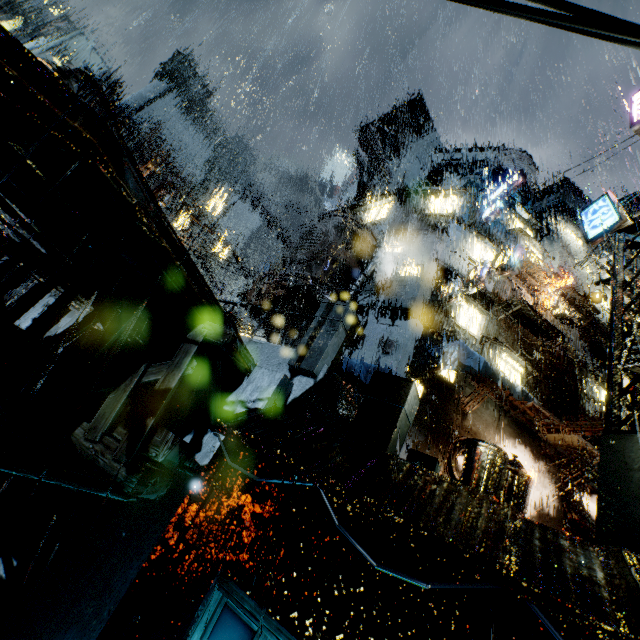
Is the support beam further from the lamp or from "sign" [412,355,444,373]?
"sign" [412,355,444,373]

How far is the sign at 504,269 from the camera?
14.8 meters

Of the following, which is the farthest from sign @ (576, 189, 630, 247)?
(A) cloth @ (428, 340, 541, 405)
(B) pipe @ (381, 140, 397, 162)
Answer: (B) pipe @ (381, 140, 397, 162)

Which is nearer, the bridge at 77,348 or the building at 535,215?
the building at 535,215

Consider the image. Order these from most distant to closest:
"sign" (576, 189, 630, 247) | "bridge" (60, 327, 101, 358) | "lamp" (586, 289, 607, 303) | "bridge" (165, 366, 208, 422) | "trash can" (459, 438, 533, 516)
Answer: "bridge" (60, 327, 101, 358), "sign" (576, 189, 630, 247), "lamp" (586, 289, 607, 303), "bridge" (165, 366, 208, 422), "trash can" (459, 438, 533, 516)

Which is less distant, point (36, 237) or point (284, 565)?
point (284, 565)

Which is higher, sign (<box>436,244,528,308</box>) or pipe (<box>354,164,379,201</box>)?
pipe (<box>354,164,379,201</box>)

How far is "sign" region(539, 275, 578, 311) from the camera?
20.6m
